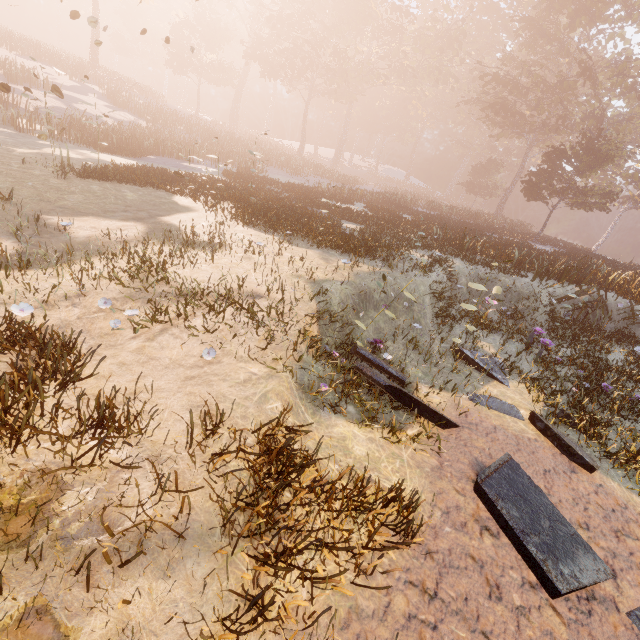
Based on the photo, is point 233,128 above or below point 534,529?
above
